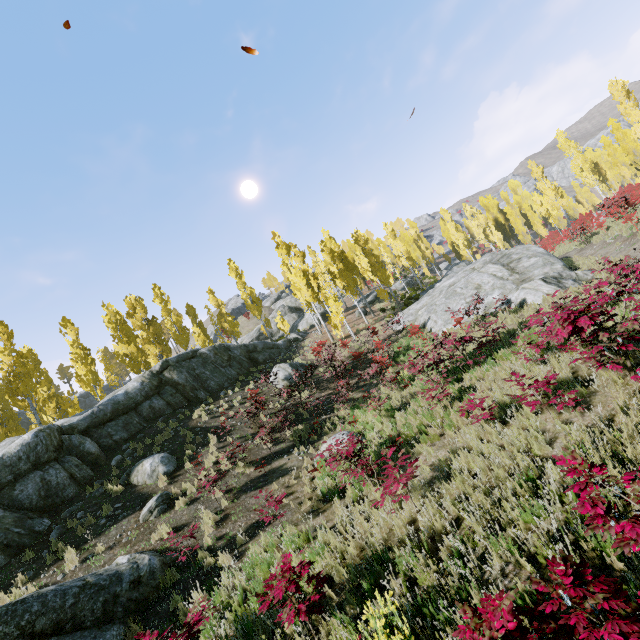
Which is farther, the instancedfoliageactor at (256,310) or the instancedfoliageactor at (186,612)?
the instancedfoliageactor at (256,310)

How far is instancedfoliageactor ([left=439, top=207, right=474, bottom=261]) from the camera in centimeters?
4591cm

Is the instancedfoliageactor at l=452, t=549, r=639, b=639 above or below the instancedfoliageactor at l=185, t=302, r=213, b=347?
below

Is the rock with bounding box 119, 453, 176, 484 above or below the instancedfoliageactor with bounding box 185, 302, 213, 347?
below

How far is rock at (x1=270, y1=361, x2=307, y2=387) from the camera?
19.8 meters

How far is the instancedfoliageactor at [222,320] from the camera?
31.80m

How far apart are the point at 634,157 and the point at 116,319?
55.9 meters
